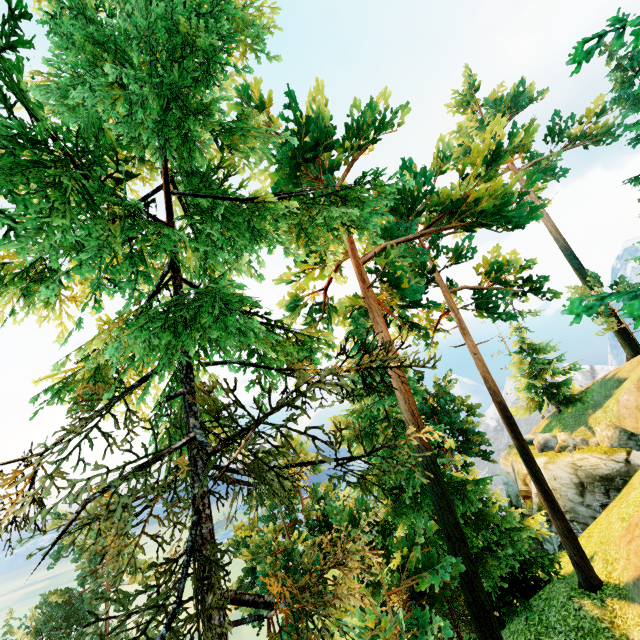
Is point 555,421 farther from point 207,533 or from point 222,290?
point 222,290
